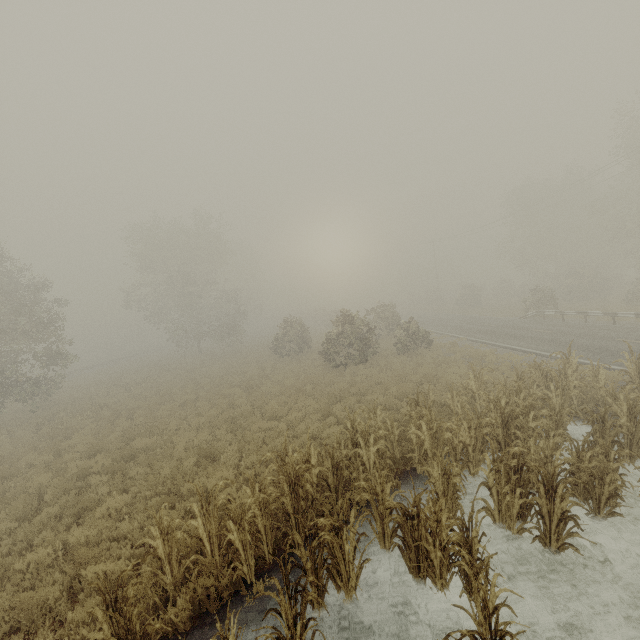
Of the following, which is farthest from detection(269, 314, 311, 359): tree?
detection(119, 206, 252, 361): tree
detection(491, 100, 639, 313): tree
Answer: detection(119, 206, 252, 361): tree

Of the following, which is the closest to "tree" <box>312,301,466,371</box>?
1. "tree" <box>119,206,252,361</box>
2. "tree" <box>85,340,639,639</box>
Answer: "tree" <box>85,340,639,639</box>

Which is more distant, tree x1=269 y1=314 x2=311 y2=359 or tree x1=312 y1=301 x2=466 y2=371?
tree x1=269 y1=314 x2=311 y2=359

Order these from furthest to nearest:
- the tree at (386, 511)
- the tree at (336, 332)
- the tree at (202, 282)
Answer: the tree at (202, 282)
the tree at (336, 332)
the tree at (386, 511)

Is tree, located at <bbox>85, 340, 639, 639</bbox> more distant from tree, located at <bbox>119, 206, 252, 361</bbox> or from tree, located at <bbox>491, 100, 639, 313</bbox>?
tree, located at <bbox>119, 206, 252, 361</bbox>

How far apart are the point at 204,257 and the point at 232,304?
20.5 meters

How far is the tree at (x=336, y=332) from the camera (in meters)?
20.36

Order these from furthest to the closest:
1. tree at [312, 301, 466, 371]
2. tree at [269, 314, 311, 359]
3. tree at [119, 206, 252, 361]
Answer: tree at [119, 206, 252, 361] → tree at [269, 314, 311, 359] → tree at [312, 301, 466, 371]
